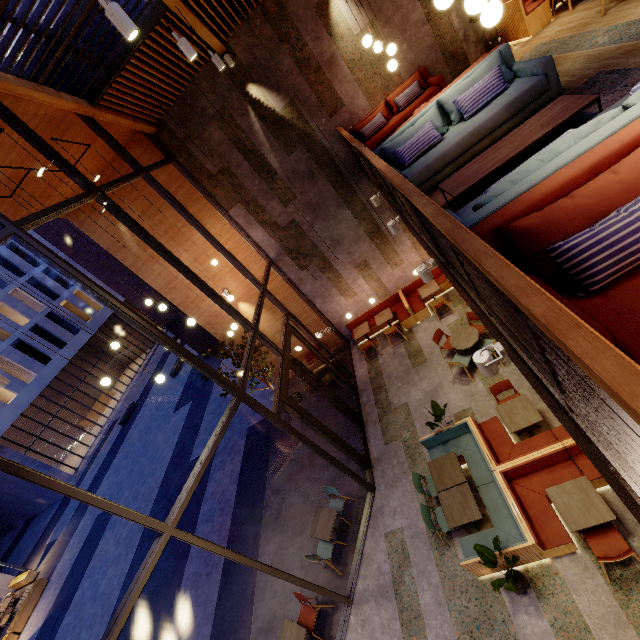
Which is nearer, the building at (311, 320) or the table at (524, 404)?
the table at (524, 404)

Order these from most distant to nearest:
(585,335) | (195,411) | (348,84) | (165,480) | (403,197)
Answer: (195,411)
(165,480)
(348,84)
(403,197)
(585,335)

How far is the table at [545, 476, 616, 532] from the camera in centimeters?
472cm

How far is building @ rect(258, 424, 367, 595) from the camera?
7.6m

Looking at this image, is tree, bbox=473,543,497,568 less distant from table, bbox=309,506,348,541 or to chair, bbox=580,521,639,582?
chair, bbox=580,521,639,582

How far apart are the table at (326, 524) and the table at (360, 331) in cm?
552

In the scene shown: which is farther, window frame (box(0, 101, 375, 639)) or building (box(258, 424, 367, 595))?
building (box(258, 424, 367, 595))

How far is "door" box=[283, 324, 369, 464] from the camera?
7.6 meters
